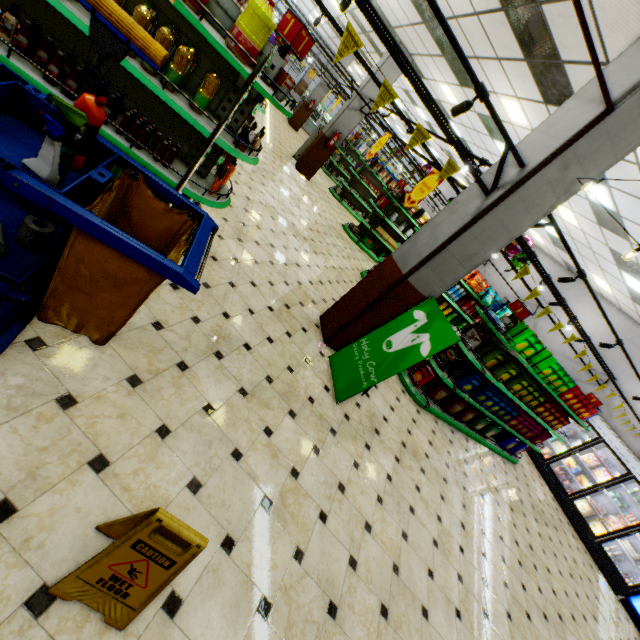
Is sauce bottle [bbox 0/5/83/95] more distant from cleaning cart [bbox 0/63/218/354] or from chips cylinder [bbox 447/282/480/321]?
chips cylinder [bbox 447/282/480/321]

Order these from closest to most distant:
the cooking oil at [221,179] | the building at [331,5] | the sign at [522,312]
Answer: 1. the cooking oil at [221,179]
2. the sign at [522,312]
3. the building at [331,5]

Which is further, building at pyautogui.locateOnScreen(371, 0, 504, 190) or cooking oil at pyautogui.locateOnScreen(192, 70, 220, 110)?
building at pyautogui.locateOnScreen(371, 0, 504, 190)

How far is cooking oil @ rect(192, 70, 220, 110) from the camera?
2.8 meters

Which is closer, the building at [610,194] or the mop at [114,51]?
the mop at [114,51]

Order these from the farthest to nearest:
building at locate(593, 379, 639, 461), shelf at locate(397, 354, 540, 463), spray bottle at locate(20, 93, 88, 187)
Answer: building at locate(593, 379, 639, 461) → shelf at locate(397, 354, 540, 463) → spray bottle at locate(20, 93, 88, 187)

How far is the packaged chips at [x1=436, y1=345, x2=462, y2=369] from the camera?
5.86m

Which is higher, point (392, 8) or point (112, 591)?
point (392, 8)
